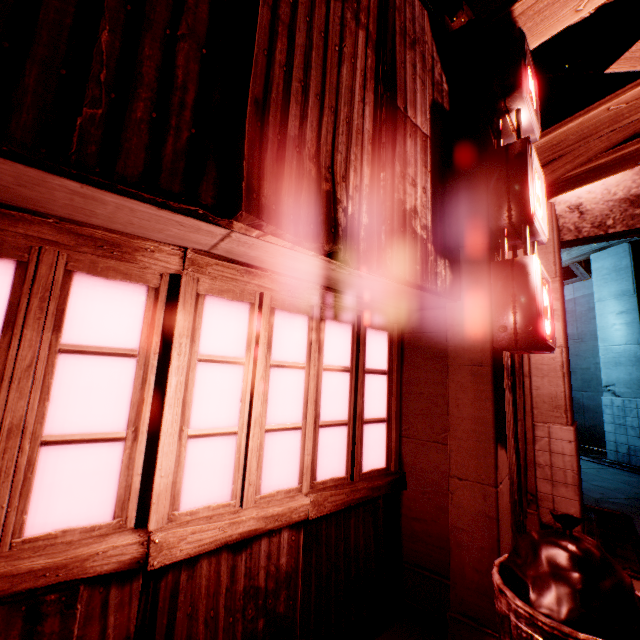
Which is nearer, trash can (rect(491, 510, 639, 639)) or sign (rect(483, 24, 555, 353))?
trash can (rect(491, 510, 639, 639))

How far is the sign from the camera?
2.43m

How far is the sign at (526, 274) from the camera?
2.4m

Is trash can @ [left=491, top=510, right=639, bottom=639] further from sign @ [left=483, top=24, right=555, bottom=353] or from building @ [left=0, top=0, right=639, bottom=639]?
sign @ [left=483, top=24, right=555, bottom=353]

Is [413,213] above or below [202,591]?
above

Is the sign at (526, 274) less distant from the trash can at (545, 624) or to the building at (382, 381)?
the building at (382, 381)

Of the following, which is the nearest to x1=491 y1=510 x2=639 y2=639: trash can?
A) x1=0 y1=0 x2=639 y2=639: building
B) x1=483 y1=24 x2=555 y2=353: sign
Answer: x1=0 y1=0 x2=639 y2=639: building
